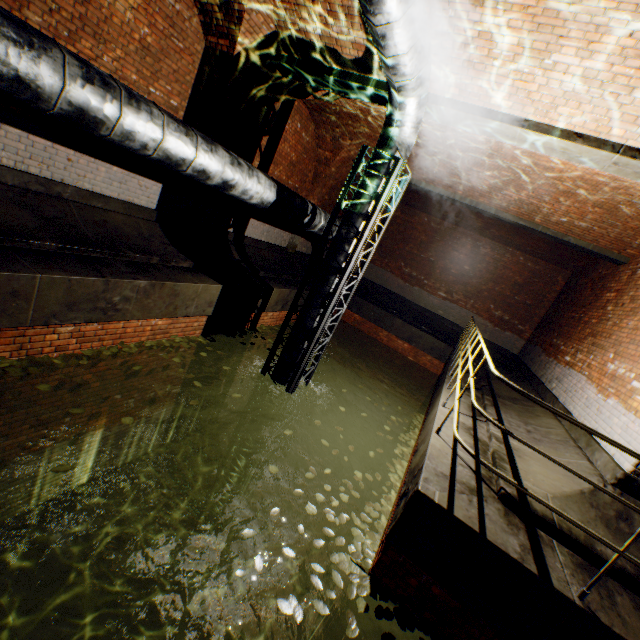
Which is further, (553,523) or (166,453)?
(166,453)

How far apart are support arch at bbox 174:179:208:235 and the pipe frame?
2.58m

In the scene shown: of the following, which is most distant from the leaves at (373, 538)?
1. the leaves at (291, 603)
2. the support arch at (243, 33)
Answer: the support arch at (243, 33)

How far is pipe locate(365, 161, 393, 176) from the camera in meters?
5.3 m

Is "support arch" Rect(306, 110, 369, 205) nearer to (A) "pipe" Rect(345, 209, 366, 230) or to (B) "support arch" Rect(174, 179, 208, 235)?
(B) "support arch" Rect(174, 179, 208, 235)

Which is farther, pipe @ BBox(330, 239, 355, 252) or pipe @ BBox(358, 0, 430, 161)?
pipe @ BBox(330, 239, 355, 252)

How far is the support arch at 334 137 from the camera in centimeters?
924cm

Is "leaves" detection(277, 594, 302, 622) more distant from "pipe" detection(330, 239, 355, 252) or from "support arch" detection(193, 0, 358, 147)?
"support arch" detection(193, 0, 358, 147)
